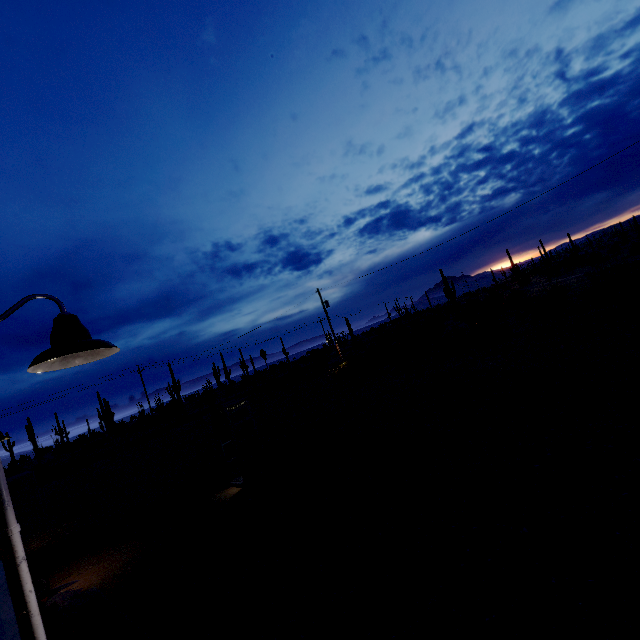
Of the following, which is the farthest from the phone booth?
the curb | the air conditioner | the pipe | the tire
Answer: the pipe

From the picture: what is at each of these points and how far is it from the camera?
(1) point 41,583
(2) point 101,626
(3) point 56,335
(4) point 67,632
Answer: (1) tire, 7.9m
(2) curb, 5.9m
(3) street light, 1.9m
(4) traffic cone, 5.8m

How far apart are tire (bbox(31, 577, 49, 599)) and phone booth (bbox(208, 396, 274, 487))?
4.8m

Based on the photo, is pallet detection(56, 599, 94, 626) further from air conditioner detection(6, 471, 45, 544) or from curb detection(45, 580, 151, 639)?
air conditioner detection(6, 471, 45, 544)

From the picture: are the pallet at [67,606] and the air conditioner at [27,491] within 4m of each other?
yes

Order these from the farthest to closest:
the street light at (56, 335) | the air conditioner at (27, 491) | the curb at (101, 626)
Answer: the curb at (101, 626), the air conditioner at (27, 491), the street light at (56, 335)

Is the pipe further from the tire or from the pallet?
the tire

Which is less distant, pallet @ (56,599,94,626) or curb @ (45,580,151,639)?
curb @ (45,580,151,639)
